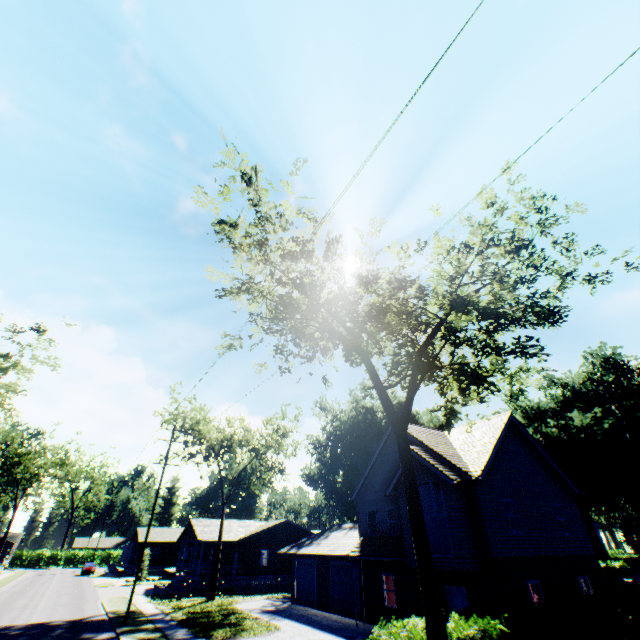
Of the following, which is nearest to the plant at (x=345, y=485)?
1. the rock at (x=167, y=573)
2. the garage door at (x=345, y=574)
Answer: the rock at (x=167, y=573)

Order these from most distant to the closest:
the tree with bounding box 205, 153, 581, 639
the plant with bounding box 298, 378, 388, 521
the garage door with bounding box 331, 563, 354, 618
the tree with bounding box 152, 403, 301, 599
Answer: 1. the plant with bounding box 298, 378, 388, 521
2. the tree with bounding box 152, 403, 301, 599
3. the garage door with bounding box 331, 563, 354, 618
4. the tree with bounding box 205, 153, 581, 639

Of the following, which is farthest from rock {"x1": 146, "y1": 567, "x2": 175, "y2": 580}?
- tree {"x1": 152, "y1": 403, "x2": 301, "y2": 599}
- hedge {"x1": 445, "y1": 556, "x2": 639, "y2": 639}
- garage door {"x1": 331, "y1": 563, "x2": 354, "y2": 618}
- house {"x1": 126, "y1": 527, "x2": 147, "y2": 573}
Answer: garage door {"x1": 331, "y1": 563, "x2": 354, "y2": 618}

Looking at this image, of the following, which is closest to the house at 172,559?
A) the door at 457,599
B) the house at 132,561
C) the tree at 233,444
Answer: the tree at 233,444

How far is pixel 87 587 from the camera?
36.62m

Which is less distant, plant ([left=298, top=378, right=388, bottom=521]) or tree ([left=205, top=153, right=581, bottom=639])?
tree ([left=205, top=153, right=581, bottom=639])

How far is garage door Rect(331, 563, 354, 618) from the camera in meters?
21.7

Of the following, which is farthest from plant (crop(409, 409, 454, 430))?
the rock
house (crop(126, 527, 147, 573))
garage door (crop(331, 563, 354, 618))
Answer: garage door (crop(331, 563, 354, 618))
